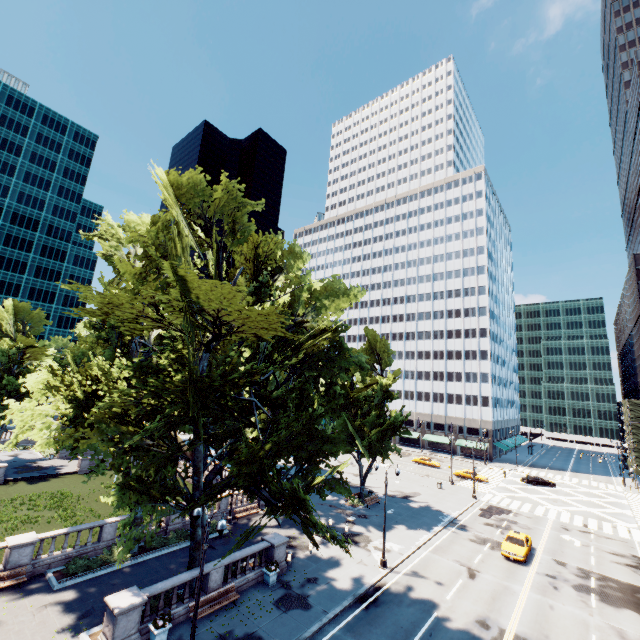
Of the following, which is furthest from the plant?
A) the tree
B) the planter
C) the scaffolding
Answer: the scaffolding

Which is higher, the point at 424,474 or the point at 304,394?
the point at 304,394

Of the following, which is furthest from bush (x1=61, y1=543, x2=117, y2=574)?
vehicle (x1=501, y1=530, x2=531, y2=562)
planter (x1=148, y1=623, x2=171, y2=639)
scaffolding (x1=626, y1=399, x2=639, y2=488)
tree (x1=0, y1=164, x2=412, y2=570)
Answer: scaffolding (x1=626, y1=399, x2=639, y2=488)

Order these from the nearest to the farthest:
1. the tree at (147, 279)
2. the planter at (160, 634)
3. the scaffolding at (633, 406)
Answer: the tree at (147, 279)
the planter at (160, 634)
the scaffolding at (633, 406)

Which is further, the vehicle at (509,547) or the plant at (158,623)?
the vehicle at (509,547)

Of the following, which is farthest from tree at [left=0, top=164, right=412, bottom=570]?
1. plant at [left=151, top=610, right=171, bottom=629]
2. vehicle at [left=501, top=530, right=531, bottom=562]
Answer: vehicle at [left=501, top=530, right=531, bottom=562]

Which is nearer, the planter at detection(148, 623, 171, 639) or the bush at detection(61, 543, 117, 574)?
the planter at detection(148, 623, 171, 639)

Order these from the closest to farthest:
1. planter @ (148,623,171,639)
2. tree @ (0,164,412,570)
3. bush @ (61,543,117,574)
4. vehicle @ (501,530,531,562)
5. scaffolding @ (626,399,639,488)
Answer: tree @ (0,164,412,570) < planter @ (148,623,171,639) < bush @ (61,543,117,574) < vehicle @ (501,530,531,562) < scaffolding @ (626,399,639,488)
